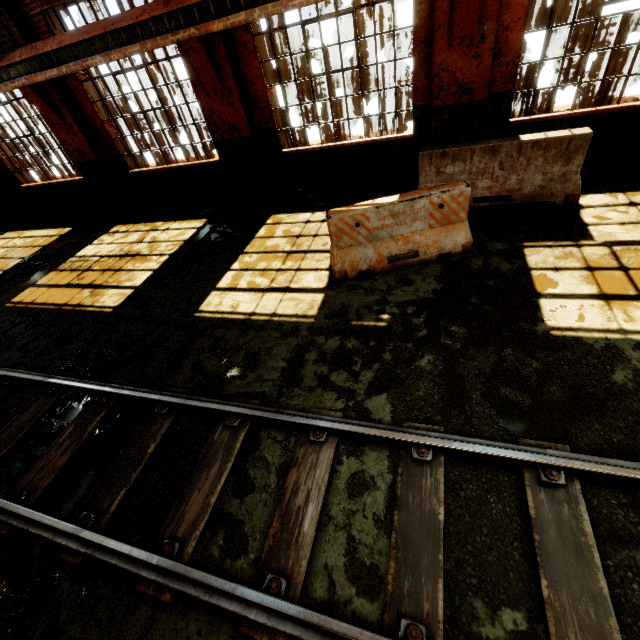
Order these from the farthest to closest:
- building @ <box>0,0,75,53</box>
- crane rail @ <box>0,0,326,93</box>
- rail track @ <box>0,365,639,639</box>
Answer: building @ <box>0,0,75,53</box> < crane rail @ <box>0,0,326,93</box> < rail track @ <box>0,365,639,639</box>

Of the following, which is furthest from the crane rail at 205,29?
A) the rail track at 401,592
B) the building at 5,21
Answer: the rail track at 401,592

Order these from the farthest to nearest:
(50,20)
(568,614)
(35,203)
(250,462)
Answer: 1. (35,203)
2. (50,20)
3. (250,462)
4. (568,614)

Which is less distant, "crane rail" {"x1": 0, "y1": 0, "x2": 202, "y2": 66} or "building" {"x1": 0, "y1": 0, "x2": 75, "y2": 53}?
"crane rail" {"x1": 0, "y1": 0, "x2": 202, "y2": 66}

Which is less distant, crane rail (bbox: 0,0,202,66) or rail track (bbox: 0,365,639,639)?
rail track (bbox: 0,365,639,639)

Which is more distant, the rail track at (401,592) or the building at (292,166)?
the building at (292,166)

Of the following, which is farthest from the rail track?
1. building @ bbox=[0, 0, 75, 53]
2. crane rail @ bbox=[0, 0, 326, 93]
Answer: crane rail @ bbox=[0, 0, 326, 93]

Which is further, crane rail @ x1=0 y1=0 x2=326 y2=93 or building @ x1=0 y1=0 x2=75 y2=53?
building @ x1=0 y1=0 x2=75 y2=53
